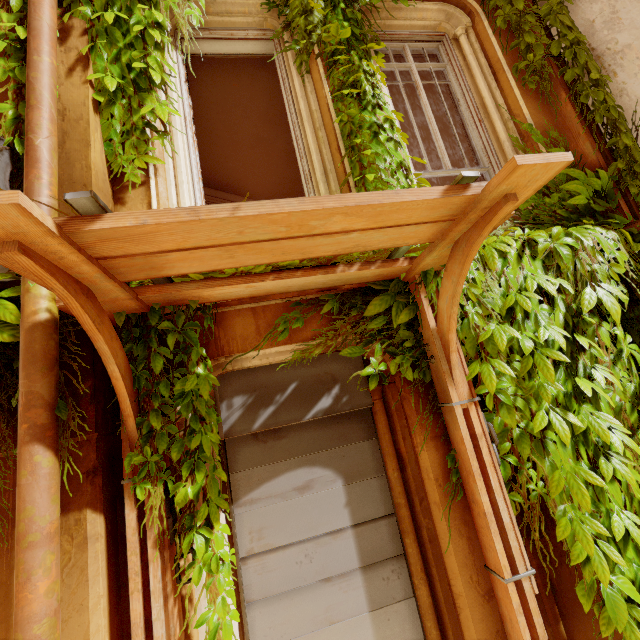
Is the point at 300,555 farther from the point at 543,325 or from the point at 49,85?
the point at 49,85

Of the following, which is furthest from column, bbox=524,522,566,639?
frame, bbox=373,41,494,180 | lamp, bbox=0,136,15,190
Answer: frame, bbox=373,41,494,180

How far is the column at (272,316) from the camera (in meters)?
2.38

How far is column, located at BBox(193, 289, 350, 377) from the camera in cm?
238

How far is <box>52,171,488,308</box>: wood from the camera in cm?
131

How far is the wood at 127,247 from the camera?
1.3m

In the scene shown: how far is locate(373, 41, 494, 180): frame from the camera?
3.7 meters

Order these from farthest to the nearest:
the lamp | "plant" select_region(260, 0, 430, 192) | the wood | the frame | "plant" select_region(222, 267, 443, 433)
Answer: the frame → "plant" select_region(260, 0, 430, 192) → "plant" select_region(222, 267, 443, 433) → the lamp → the wood
